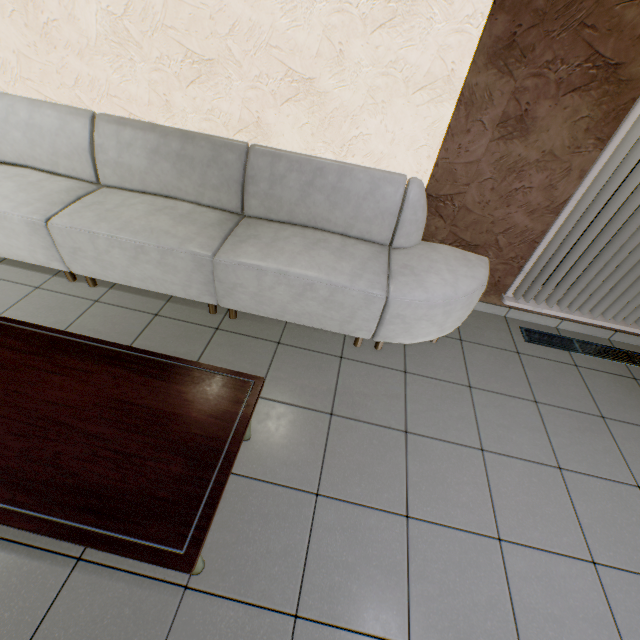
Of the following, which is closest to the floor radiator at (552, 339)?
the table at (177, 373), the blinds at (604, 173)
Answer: the blinds at (604, 173)

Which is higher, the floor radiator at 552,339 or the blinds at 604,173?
the blinds at 604,173

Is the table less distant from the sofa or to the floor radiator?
the sofa

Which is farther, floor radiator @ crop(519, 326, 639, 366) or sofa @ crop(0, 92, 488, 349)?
floor radiator @ crop(519, 326, 639, 366)

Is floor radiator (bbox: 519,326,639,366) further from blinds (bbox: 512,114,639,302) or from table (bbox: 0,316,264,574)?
table (bbox: 0,316,264,574)

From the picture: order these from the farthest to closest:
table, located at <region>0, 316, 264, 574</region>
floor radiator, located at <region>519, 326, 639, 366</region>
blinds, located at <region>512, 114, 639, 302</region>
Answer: floor radiator, located at <region>519, 326, 639, 366</region>
blinds, located at <region>512, 114, 639, 302</region>
table, located at <region>0, 316, 264, 574</region>

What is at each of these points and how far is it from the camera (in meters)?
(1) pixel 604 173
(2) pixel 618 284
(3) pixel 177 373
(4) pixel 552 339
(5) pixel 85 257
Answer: (1) blinds, 2.12
(2) blinds, 2.64
(3) table, 1.57
(4) floor radiator, 2.96
(5) sofa, 2.37
